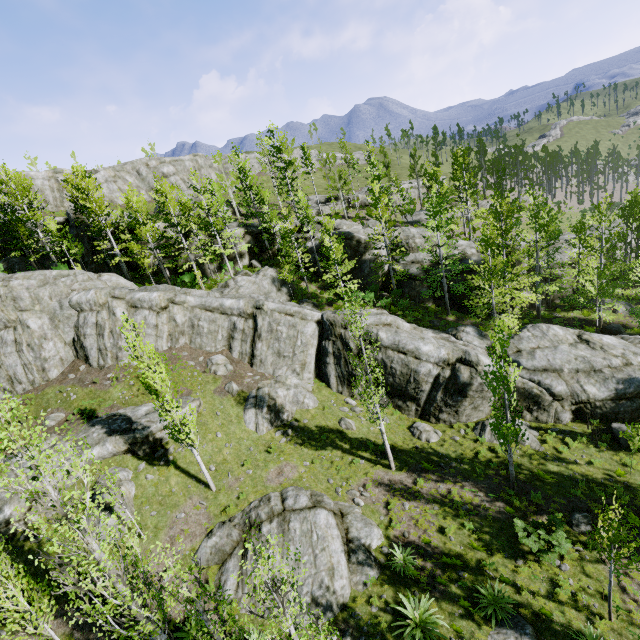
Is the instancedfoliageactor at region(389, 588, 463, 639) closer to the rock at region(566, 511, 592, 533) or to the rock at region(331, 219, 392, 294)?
the rock at region(331, 219, 392, 294)

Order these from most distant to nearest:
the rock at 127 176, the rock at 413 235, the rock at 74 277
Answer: the rock at 127 176
the rock at 413 235
the rock at 74 277

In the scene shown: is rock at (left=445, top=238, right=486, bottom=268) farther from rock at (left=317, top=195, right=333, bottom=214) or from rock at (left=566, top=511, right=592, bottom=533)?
rock at (left=317, top=195, right=333, bottom=214)

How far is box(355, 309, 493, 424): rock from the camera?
20.2 meters

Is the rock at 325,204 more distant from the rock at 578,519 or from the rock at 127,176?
the rock at 578,519

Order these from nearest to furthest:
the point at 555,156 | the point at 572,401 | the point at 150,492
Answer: the point at 150,492
the point at 572,401
the point at 555,156

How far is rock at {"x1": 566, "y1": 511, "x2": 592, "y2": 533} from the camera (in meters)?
14.45
